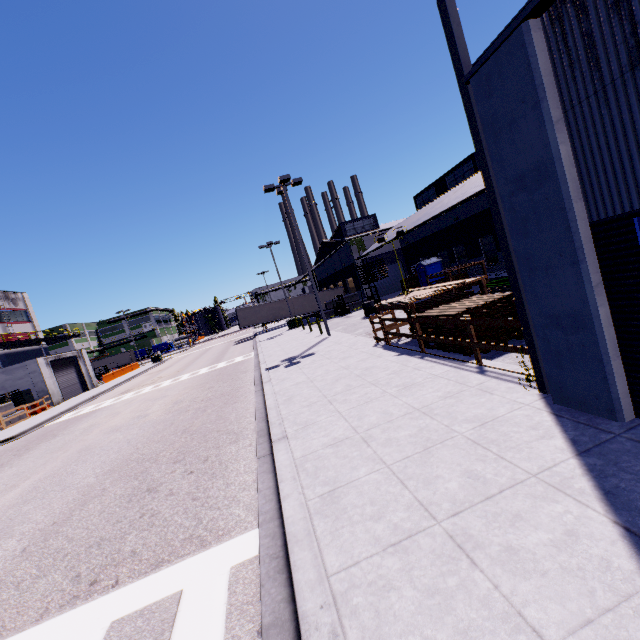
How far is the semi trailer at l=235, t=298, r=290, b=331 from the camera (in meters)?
43.28

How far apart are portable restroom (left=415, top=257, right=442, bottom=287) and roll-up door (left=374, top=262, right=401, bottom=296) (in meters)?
11.79

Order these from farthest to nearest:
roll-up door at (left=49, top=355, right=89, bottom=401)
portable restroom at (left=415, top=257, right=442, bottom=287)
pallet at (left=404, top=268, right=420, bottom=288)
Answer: roll-up door at (left=49, top=355, right=89, bottom=401)
pallet at (left=404, top=268, right=420, bottom=288)
portable restroom at (left=415, top=257, right=442, bottom=287)

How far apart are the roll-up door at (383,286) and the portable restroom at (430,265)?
11.8 meters

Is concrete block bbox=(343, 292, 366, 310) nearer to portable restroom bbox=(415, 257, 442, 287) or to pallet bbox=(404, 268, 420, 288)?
pallet bbox=(404, 268, 420, 288)

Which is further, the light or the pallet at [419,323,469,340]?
the pallet at [419,323,469,340]

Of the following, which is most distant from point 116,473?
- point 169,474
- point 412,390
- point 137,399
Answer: point 137,399

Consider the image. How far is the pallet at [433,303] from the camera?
8.52m
